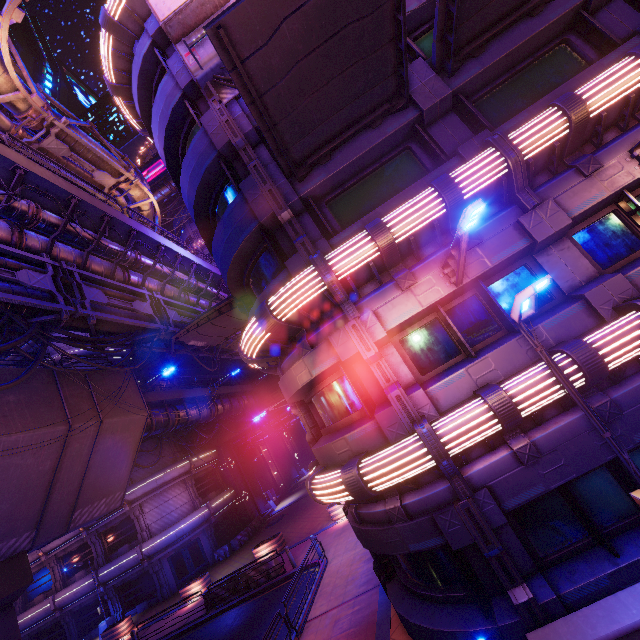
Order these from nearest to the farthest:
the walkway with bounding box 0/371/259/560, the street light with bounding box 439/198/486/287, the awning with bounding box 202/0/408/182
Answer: the street light with bounding box 439/198/486/287
the awning with bounding box 202/0/408/182
the walkway with bounding box 0/371/259/560

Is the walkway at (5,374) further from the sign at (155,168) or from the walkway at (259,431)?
the sign at (155,168)

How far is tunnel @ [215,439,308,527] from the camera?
34.09m

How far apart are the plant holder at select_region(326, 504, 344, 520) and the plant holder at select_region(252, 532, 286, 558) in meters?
3.8 m

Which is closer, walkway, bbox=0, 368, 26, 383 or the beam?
the beam

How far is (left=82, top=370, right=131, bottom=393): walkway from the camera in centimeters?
1548cm

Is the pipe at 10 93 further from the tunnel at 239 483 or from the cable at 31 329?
the tunnel at 239 483

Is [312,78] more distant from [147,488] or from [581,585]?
[147,488]
